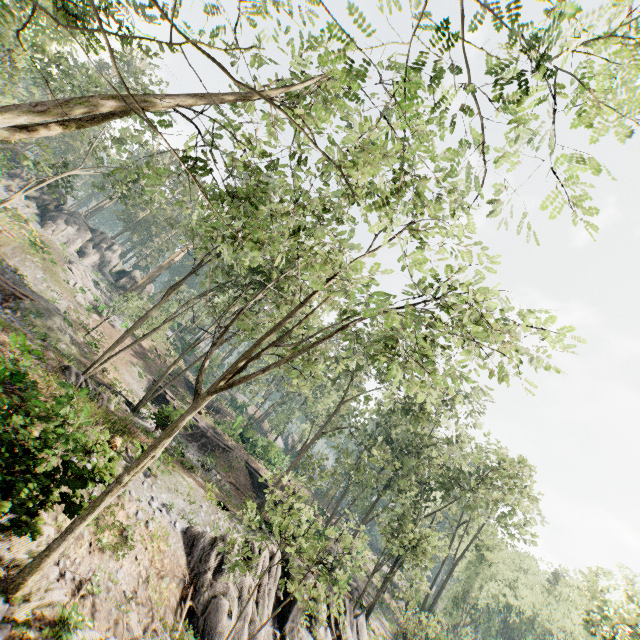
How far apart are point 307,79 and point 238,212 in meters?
4.3 m

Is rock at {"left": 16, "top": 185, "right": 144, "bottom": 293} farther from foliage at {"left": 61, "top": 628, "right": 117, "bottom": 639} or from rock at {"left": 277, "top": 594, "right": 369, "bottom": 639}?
rock at {"left": 277, "top": 594, "right": 369, "bottom": 639}

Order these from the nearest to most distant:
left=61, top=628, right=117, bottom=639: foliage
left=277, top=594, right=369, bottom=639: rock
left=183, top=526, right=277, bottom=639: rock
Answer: left=61, top=628, right=117, bottom=639: foliage, left=183, top=526, right=277, bottom=639: rock, left=277, top=594, right=369, bottom=639: rock

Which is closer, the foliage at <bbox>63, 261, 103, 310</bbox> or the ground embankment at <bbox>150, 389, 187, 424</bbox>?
the ground embankment at <bbox>150, 389, 187, 424</bbox>

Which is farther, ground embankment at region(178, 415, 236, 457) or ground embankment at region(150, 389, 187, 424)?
ground embankment at region(178, 415, 236, 457)

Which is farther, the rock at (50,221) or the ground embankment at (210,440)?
the rock at (50,221)

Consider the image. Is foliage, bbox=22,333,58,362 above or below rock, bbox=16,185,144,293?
below

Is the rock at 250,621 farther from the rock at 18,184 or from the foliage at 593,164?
the rock at 18,184
